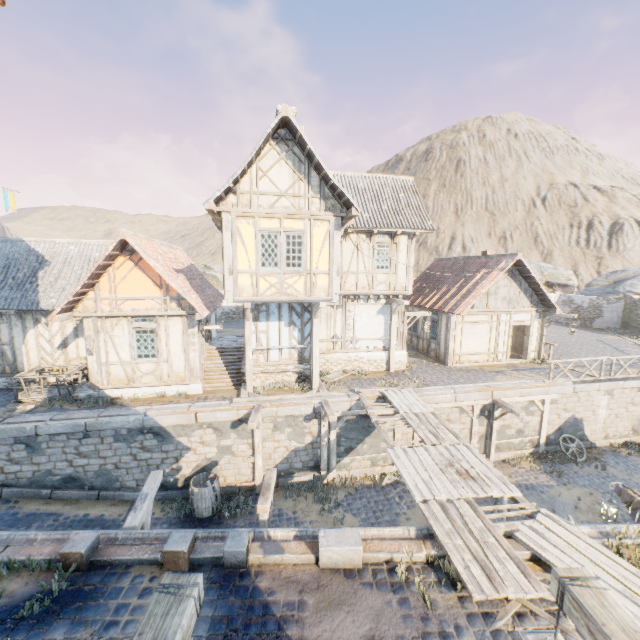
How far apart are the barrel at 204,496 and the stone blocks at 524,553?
8.7m

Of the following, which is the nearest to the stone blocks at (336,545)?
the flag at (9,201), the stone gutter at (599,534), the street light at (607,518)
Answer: the stone gutter at (599,534)

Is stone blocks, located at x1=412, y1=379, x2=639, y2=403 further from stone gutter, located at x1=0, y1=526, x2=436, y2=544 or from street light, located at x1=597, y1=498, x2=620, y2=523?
street light, located at x1=597, y1=498, x2=620, y2=523

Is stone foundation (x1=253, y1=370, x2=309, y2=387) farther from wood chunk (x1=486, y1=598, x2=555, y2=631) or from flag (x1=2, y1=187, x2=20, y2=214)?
wood chunk (x1=486, y1=598, x2=555, y2=631)

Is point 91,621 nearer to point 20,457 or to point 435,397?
point 20,457

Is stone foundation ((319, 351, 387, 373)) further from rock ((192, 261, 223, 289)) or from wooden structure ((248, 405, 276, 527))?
rock ((192, 261, 223, 289))

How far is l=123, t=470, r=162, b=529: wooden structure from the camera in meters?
6.3 m
